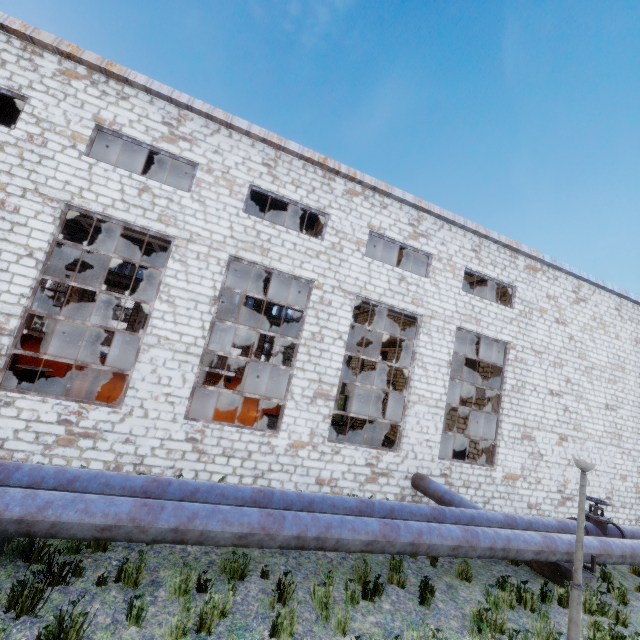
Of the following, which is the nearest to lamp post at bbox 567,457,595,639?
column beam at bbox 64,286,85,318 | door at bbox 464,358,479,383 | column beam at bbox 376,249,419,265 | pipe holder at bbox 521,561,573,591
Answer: pipe holder at bbox 521,561,573,591

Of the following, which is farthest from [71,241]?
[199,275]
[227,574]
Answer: [227,574]

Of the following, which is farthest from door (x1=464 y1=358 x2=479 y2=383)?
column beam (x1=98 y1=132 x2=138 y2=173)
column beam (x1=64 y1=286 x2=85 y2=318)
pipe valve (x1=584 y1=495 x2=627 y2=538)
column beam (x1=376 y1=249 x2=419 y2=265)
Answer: column beam (x1=64 y1=286 x2=85 y2=318)

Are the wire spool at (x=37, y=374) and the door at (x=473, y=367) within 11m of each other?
no

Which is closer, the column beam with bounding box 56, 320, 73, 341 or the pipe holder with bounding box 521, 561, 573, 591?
the pipe holder with bounding box 521, 561, 573, 591

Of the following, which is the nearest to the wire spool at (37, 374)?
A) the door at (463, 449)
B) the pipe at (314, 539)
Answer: the pipe at (314, 539)

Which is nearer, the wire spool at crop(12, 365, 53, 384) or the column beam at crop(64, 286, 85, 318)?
the wire spool at crop(12, 365, 53, 384)

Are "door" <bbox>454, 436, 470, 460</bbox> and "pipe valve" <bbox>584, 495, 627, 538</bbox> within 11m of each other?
yes
